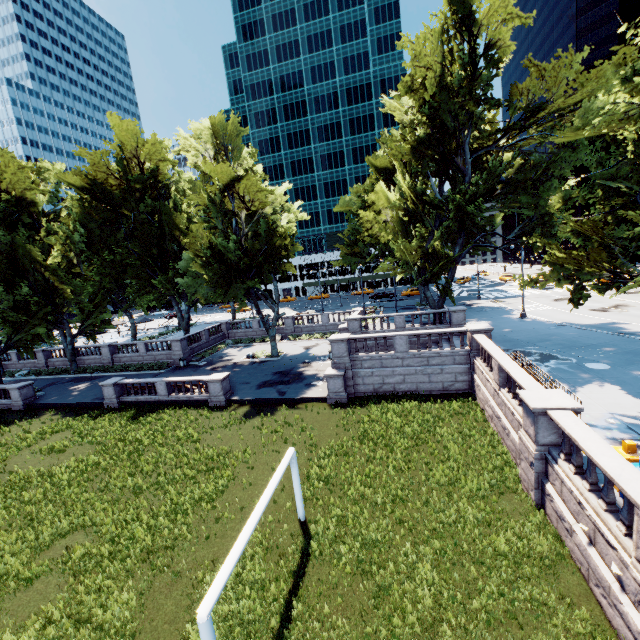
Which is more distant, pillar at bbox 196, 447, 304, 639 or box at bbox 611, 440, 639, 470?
box at bbox 611, 440, 639, 470

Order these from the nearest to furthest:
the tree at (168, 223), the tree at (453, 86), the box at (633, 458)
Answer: the box at (633, 458) → the tree at (453, 86) → the tree at (168, 223)

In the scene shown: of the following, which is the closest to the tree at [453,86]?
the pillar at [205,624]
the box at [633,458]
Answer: the box at [633,458]

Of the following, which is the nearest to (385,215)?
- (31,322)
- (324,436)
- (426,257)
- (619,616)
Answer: (426,257)

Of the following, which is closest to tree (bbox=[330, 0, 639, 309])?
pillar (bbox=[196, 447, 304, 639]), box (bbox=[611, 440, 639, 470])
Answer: box (bbox=[611, 440, 639, 470])

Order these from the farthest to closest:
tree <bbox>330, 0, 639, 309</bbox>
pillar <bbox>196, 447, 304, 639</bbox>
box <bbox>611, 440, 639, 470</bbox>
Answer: tree <bbox>330, 0, 639, 309</bbox> < box <bbox>611, 440, 639, 470</bbox> < pillar <bbox>196, 447, 304, 639</bbox>
